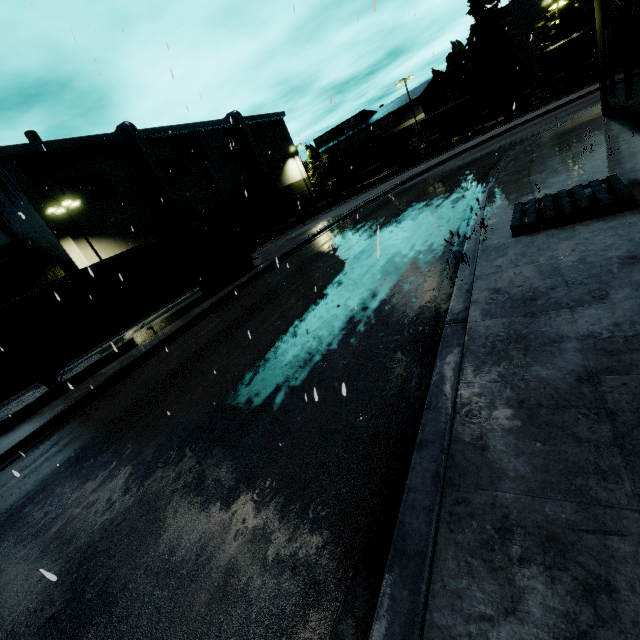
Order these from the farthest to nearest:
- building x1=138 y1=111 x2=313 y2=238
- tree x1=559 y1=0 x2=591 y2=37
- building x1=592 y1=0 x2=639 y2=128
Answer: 1. building x1=138 y1=111 x2=313 y2=238
2. tree x1=559 y1=0 x2=591 y2=37
3. building x1=592 y1=0 x2=639 y2=128

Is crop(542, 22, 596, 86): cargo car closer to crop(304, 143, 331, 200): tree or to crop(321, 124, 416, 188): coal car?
crop(321, 124, 416, 188): coal car

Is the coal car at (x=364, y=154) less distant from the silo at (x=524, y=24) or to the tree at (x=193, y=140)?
the tree at (x=193, y=140)

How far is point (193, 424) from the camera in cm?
627

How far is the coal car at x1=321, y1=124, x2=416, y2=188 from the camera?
39.8m

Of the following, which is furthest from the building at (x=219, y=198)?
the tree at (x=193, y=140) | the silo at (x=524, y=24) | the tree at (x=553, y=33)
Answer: the tree at (x=553, y=33)

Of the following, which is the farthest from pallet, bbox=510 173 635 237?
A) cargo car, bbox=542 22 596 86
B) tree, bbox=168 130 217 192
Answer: cargo car, bbox=542 22 596 86

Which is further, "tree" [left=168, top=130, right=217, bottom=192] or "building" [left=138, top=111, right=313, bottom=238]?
"tree" [left=168, top=130, right=217, bottom=192]
